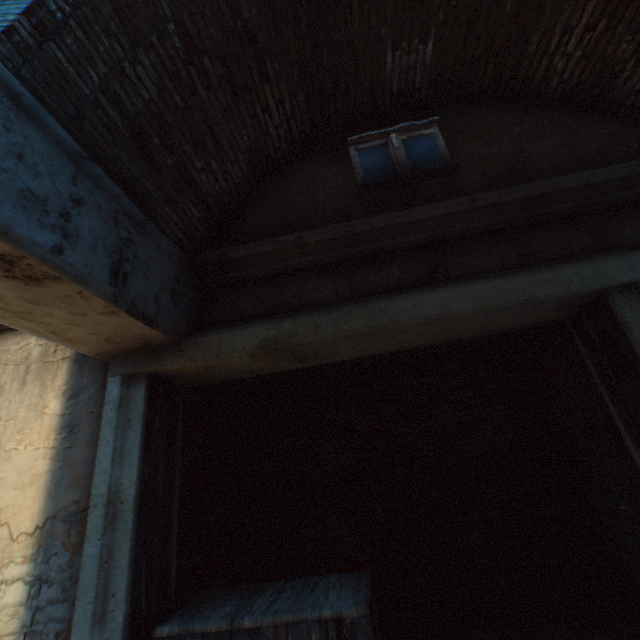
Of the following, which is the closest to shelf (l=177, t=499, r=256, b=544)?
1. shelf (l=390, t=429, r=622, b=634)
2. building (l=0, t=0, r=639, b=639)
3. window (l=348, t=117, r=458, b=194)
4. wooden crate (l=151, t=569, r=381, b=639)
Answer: wooden crate (l=151, t=569, r=381, b=639)

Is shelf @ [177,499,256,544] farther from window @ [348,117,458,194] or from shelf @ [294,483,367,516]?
window @ [348,117,458,194]

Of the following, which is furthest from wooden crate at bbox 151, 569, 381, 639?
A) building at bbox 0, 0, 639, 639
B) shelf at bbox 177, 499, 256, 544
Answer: building at bbox 0, 0, 639, 639

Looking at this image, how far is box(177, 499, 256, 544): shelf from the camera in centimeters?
304cm

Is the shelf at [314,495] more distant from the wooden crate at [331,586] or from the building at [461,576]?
the building at [461,576]

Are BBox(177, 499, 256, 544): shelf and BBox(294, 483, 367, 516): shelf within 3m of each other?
yes

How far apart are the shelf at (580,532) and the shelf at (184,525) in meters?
2.0 m

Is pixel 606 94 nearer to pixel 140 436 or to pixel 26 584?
pixel 140 436
